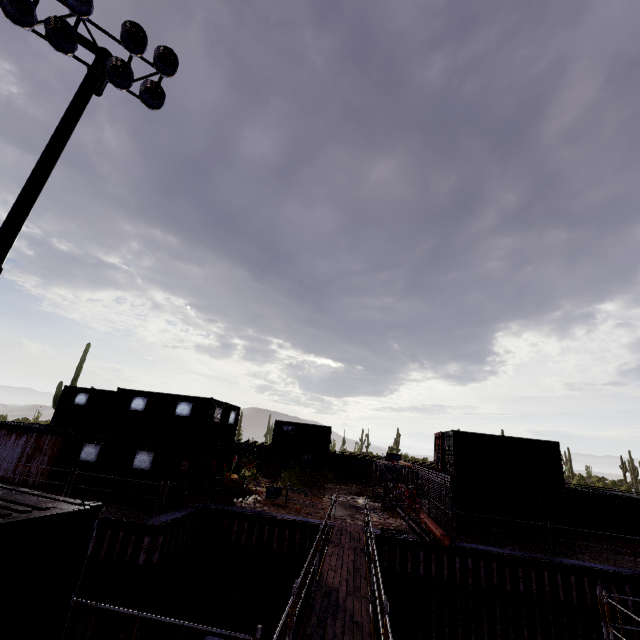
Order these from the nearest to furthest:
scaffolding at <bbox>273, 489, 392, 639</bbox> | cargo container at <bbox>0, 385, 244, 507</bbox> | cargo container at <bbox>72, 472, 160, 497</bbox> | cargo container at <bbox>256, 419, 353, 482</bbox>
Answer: scaffolding at <bbox>273, 489, 392, 639</bbox>, cargo container at <bbox>72, 472, 160, 497</bbox>, cargo container at <bbox>0, 385, 244, 507</bbox>, cargo container at <bbox>256, 419, 353, 482</bbox>

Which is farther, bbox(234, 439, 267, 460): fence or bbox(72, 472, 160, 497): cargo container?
bbox(234, 439, 267, 460): fence

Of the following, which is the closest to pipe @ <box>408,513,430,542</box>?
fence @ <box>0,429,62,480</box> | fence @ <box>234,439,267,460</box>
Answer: fence @ <box>0,429,62,480</box>

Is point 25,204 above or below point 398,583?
above

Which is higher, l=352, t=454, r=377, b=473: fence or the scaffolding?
l=352, t=454, r=377, b=473: fence

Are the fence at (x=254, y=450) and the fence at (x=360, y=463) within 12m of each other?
yes

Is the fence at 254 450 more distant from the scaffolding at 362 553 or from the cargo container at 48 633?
the cargo container at 48 633

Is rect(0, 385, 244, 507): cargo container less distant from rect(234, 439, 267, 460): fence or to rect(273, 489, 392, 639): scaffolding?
rect(234, 439, 267, 460): fence
